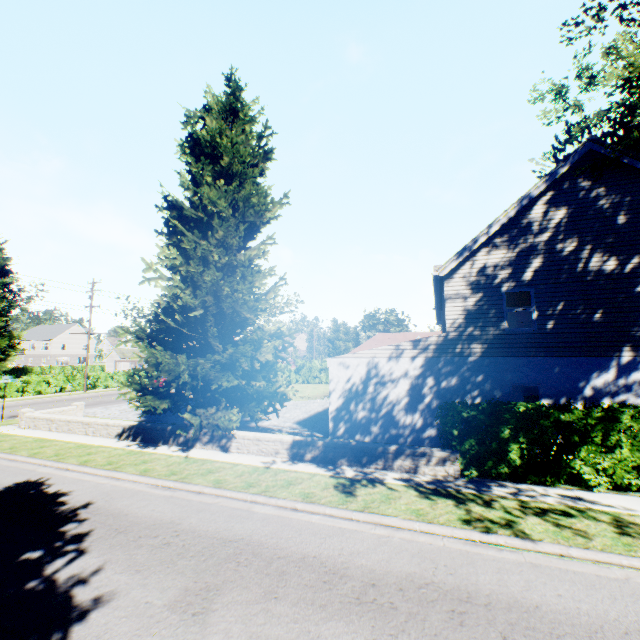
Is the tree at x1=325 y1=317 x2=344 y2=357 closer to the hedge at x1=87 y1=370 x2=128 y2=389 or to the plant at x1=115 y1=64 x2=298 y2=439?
the hedge at x1=87 y1=370 x2=128 y2=389

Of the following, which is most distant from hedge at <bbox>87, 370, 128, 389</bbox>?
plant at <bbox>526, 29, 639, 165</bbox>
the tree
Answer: plant at <bbox>526, 29, 639, 165</bbox>

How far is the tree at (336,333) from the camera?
58.4m

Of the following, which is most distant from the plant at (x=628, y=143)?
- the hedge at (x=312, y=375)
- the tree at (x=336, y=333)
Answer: the hedge at (x=312, y=375)

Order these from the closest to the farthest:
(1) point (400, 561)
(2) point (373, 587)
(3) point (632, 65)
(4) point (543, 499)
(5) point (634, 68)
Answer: (2) point (373, 587), (1) point (400, 561), (4) point (543, 499), (5) point (634, 68), (3) point (632, 65)

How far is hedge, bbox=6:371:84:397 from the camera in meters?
28.4

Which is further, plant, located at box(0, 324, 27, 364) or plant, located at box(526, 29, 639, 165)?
plant, located at box(0, 324, 27, 364)
